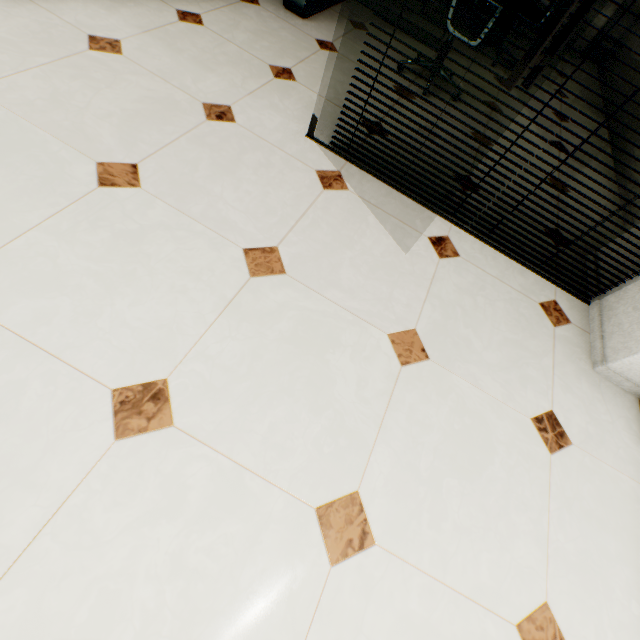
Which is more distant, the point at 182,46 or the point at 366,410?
the point at 182,46

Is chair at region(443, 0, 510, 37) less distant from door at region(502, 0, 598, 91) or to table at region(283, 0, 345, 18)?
table at region(283, 0, 345, 18)

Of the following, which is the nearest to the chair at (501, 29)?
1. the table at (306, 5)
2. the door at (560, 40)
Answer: the table at (306, 5)

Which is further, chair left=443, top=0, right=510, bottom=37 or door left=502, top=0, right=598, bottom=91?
chair left=443, top=0, right=510, bottom=37

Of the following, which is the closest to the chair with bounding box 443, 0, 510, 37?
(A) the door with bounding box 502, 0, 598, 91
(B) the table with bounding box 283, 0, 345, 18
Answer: (B) the table with bounding box 283, 0, 345, 18

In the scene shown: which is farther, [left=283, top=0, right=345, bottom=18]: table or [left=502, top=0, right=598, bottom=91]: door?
[left=283, top=0, right=345, bottom=18]: table

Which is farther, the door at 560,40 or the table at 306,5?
the table at 306,5
